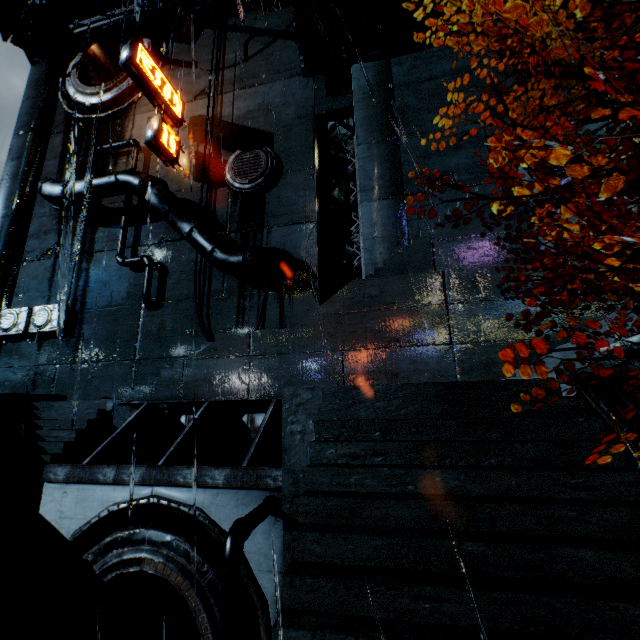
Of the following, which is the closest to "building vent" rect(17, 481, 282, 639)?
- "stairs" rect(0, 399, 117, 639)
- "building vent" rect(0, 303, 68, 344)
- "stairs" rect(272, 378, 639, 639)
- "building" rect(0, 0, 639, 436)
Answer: "stairs" rect(272, 378, 639, 639)

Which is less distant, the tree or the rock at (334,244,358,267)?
the tree

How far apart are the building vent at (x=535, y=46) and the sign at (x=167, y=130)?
17.3m

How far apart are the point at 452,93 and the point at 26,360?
26.26m

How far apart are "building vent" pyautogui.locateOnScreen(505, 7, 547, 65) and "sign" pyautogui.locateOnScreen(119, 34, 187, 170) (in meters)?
17.33

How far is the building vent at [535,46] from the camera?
14.47m

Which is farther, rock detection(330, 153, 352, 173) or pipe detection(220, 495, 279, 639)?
rock detection(330, 153, 352, 173)

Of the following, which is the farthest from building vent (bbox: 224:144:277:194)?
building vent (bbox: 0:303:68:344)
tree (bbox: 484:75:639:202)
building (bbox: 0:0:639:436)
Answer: tree (bbox: 484:75:639:202)
